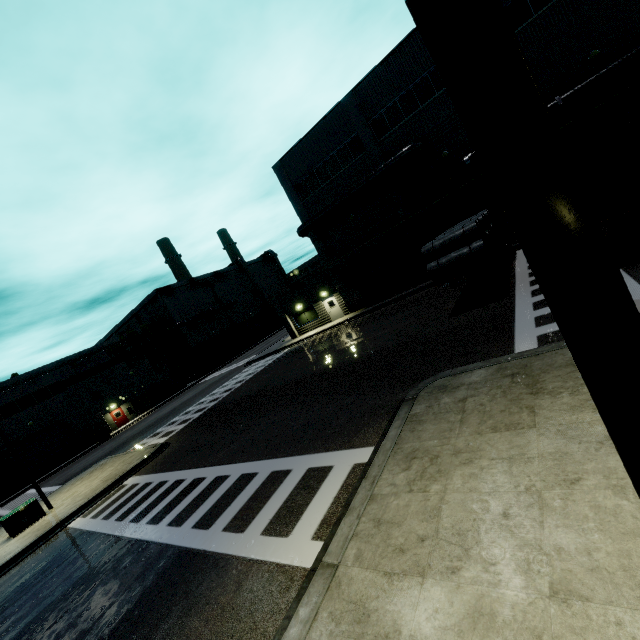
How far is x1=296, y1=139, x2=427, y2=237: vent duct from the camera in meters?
22.0 m

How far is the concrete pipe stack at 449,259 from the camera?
12.46m

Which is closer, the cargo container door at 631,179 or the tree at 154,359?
the cargo container door at 631,179

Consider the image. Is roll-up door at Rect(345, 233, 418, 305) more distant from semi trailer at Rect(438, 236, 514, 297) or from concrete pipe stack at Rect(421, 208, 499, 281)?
concrete pipe stack at Rect(421, 208, 499, 281)

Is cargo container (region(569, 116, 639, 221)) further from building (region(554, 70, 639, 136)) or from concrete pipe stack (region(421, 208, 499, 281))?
concrete pipe stack (region(421, 208, 499, 281))

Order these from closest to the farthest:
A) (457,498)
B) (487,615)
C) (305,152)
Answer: (487,615) < (457,498) < (305,152)

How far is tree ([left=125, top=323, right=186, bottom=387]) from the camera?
45.6 meters

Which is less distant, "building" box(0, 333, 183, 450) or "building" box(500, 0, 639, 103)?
"building" box(500, 0, 639, 103)
